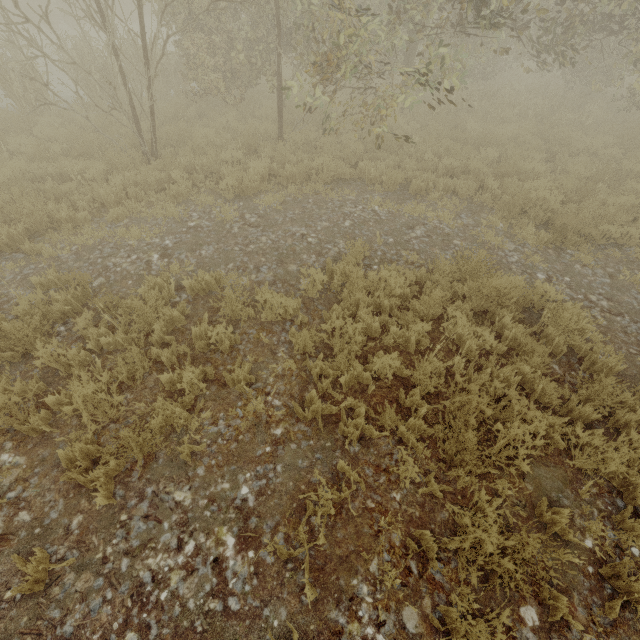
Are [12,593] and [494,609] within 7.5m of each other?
yes
